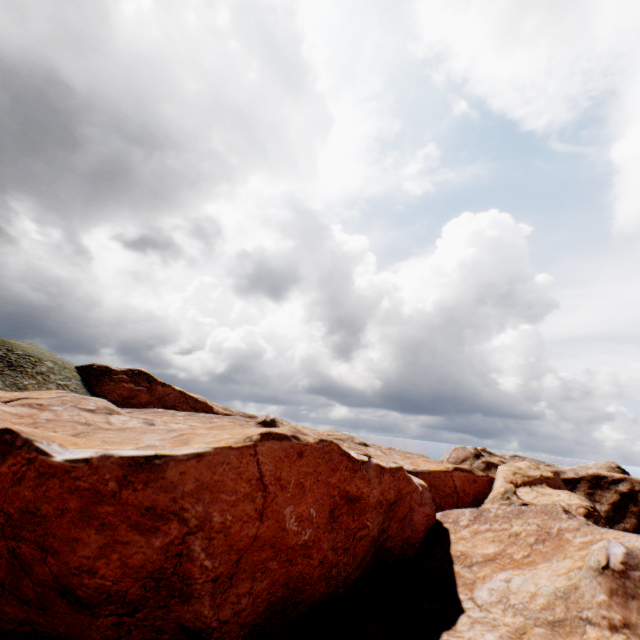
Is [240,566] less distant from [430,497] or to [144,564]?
[144,564]
